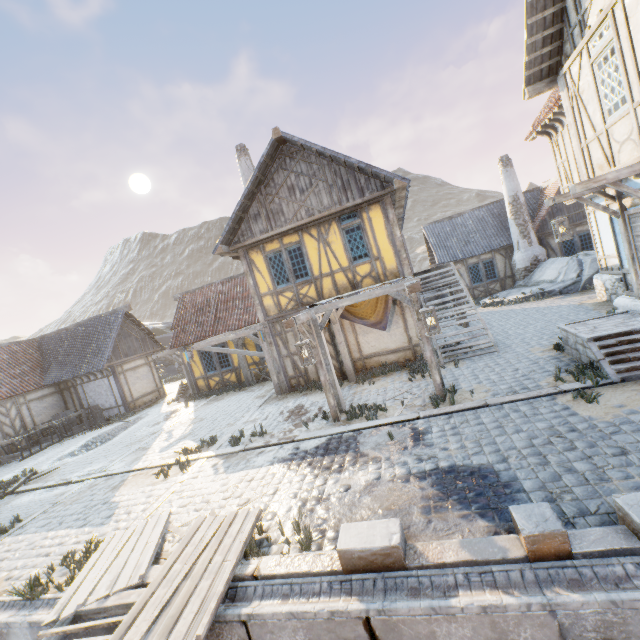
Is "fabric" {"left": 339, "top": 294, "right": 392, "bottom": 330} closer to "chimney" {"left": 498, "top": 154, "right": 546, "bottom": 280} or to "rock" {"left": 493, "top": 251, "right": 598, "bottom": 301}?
"rock" {"left": 493, "top": 251, "right": 598, "bottom": 301}

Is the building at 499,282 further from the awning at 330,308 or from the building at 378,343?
the awning at 330,308

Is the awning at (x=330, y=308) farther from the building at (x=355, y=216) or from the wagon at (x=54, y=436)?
the wagon at (x=54, y=436)

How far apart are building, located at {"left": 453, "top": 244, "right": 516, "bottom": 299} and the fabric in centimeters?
1200cm

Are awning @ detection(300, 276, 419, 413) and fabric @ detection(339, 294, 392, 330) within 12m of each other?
yes

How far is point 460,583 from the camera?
3.29m

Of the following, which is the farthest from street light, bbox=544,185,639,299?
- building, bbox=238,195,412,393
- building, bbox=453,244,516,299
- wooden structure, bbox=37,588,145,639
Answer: building, bbox=453,244,516,299

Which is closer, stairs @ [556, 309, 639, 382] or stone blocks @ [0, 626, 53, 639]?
stone blocks @ [0, 626, 53, 639]
